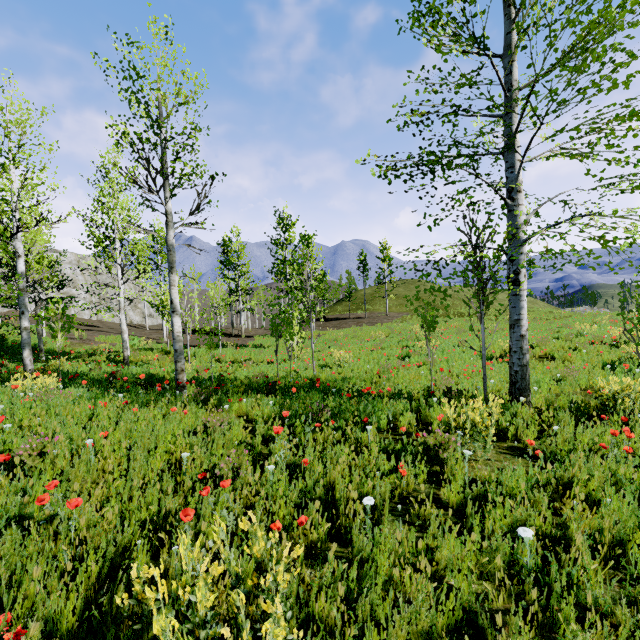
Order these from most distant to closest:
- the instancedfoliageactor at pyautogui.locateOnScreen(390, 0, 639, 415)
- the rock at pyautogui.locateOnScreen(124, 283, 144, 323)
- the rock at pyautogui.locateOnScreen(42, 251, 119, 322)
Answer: the rock at pyautogui.locateOnScreen(124, 283, 144, 323), the rock at pyautogui.locateOnScreen(42, 251, 119, 322), the instancedfoliageactor at pyautogui.locateOnScreen(390, 0, 639, 415)

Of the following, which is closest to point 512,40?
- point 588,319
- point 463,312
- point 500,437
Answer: point 500,437

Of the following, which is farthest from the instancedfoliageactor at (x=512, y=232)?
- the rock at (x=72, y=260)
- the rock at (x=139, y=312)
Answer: the rock at (x=139, y=312)

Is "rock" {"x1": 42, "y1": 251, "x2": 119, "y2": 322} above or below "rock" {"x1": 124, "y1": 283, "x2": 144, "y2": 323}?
above

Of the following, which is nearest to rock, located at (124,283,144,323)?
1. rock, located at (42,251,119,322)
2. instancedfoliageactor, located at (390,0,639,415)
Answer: rock, located at (42,251,119,322)

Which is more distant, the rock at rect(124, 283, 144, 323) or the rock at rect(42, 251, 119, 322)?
the rock at rect(124, 283, 144, 323)

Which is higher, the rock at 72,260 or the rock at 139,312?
the rock at 72,260
